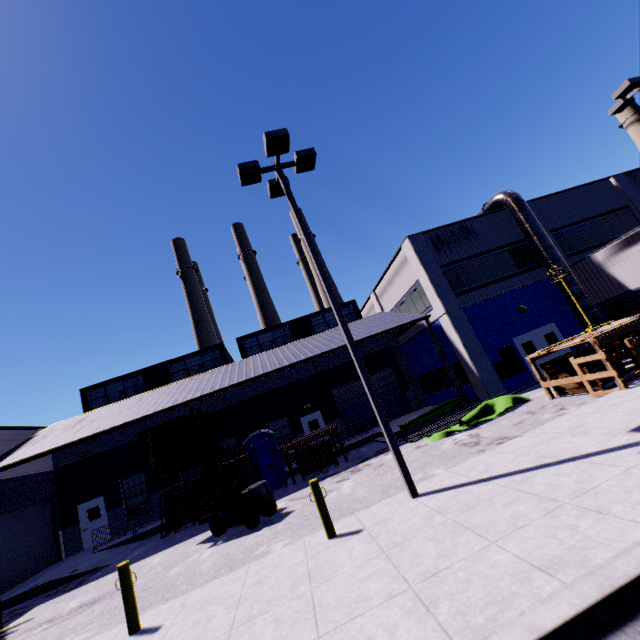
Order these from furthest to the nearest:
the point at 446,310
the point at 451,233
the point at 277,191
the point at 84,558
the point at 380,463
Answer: the point at 451,233 < the point at 446,310 < the point at 84,558 < the point at 380,463 < the point at 277,191

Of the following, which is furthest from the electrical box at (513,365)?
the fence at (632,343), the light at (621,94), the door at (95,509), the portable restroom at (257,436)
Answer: the door at (95,509)

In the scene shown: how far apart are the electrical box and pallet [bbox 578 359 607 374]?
4.04m

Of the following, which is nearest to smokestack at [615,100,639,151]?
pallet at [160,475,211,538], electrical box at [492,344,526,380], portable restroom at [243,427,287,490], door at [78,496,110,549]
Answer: electrical box at [492,344,526,380]

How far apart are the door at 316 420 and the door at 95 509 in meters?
12.6 m

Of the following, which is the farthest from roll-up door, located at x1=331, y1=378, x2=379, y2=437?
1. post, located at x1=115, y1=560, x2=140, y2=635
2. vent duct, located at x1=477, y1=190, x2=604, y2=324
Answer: post, located at x1=115, y1=560, x2=140, y2=635

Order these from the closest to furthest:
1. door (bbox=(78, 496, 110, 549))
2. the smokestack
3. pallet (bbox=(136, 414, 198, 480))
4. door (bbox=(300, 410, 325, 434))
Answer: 1. pallet (bbox=(136, 414, 198, 480))
2. door (bbox=(78, 496, 110, 549))
3. door (bbox=(300, 410, 325, 434))
4. the smokestack

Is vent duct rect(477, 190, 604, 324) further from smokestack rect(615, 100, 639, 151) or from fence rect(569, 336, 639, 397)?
smokestack rect(615, 100, 639, 151)
